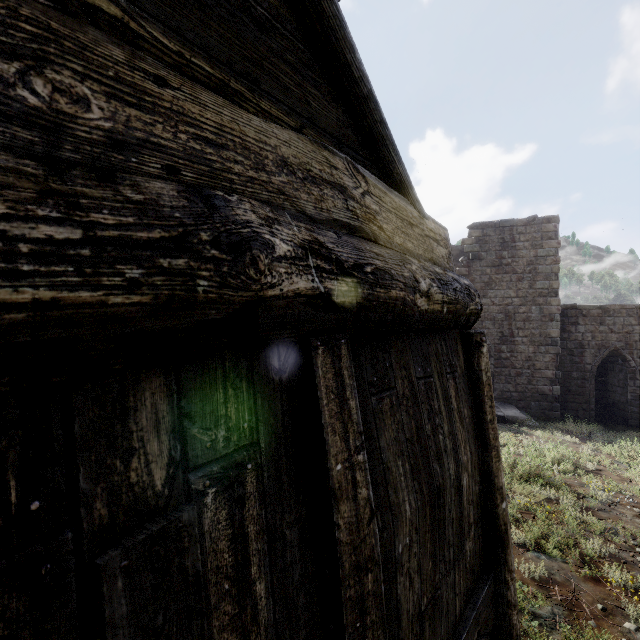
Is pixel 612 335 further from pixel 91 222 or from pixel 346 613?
pixel 91 222
